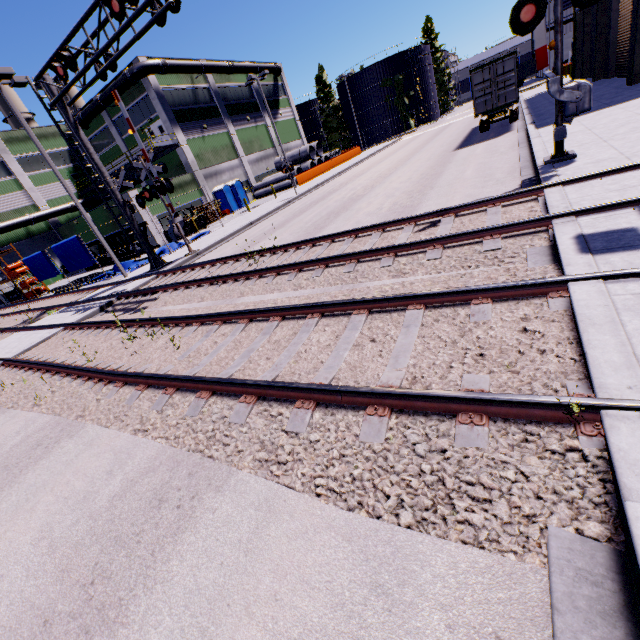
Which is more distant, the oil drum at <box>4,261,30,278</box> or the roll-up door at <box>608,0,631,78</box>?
the oil drum at <box>4,261,30,278</box>

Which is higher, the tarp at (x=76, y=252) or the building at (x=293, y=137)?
the building at (x=293, y=137)

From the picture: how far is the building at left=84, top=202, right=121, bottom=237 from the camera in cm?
3077

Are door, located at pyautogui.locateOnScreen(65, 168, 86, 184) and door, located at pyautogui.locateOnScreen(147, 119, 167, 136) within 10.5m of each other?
no

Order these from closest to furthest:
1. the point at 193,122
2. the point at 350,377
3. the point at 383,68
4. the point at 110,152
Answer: the point at 350,377, the point at 193,122, the point at 110,152, the point at 383,68

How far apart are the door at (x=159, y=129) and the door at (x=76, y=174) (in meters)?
11.92

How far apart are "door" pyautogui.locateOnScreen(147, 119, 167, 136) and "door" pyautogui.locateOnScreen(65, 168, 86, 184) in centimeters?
1192cm

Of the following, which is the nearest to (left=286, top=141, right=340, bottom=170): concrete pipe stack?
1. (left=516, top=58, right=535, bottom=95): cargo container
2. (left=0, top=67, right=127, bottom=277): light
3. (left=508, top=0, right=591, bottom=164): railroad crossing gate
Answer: (left=516, top=58, right=535, bottom=95): cargo container
